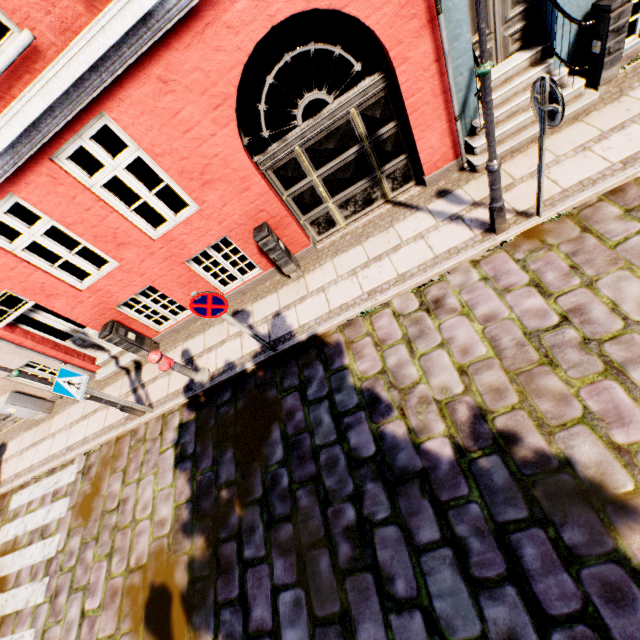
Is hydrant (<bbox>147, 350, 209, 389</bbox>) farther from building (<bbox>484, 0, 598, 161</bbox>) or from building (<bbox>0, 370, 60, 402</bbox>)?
building (<bbox>0, 370, 60, 402</bbox>)

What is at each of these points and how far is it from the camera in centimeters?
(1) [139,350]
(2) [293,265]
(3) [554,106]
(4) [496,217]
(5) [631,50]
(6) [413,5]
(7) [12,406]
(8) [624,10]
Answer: (1) electrical box, 736cm
(2) electrical box, 636cm
(3) sign, 338cm
(4) street light, 464cm
(5) building, 516cm
(6) building, 409cm
(7) electrical box, 818cm
(8) electrical box, 438cm

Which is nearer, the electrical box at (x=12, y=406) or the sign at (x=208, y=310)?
the sign at (x=208, y=310)

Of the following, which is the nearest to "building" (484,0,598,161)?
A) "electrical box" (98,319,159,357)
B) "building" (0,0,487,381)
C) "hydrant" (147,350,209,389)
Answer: "electrical box" (98,319,159,357)

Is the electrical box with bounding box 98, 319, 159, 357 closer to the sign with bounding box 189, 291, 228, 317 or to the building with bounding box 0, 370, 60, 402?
the sign with bounding box 189, 291, 228, 317

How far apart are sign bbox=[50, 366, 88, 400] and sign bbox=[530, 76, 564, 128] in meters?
7.8 m

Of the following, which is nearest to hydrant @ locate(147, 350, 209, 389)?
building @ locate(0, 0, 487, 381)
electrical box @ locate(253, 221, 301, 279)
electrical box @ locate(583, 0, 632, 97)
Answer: electrical box @ locate(253, 221, 301, 279)

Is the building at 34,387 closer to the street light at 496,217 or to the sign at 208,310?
the sign at 208,310
